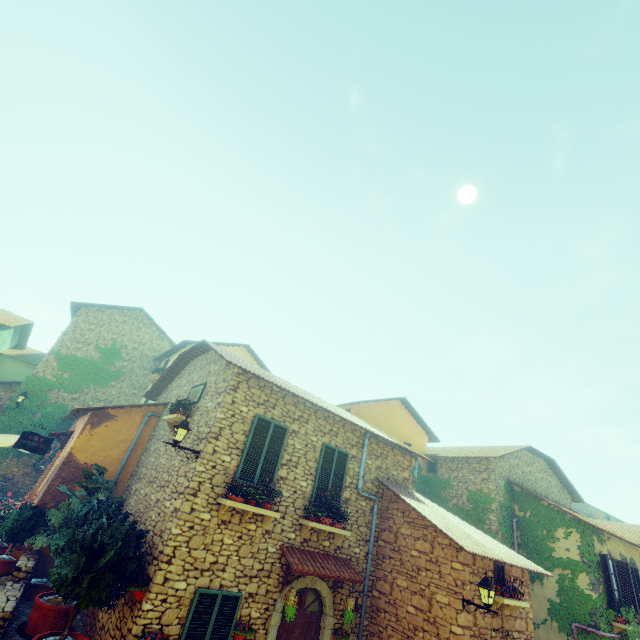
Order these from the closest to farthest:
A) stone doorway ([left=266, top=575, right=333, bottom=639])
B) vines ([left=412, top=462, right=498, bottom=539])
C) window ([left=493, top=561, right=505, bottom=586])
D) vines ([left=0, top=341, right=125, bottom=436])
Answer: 1. stone doorway ([left=266, top=575, right=333, bottom=639])
2. window ([left=493, top=561, right=505, bottom=586])
3. vines ([left=412, top=462, right=498, bottom=539])
4. vines ([left=0, top=341, right=125, bottom=436])

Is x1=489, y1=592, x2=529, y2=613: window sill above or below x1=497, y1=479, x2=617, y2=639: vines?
below

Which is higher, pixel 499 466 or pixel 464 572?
pixel 499 466

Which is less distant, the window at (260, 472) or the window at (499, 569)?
the window at (260, 472)

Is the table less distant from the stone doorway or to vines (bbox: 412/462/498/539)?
the stone doorway

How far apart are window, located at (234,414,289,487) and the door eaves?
1.37m

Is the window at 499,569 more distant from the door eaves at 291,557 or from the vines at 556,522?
the vines at 556,522

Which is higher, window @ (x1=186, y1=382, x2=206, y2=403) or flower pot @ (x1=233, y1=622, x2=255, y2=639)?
window @ (x1=186, y1=382, x2=206, y2=403)
